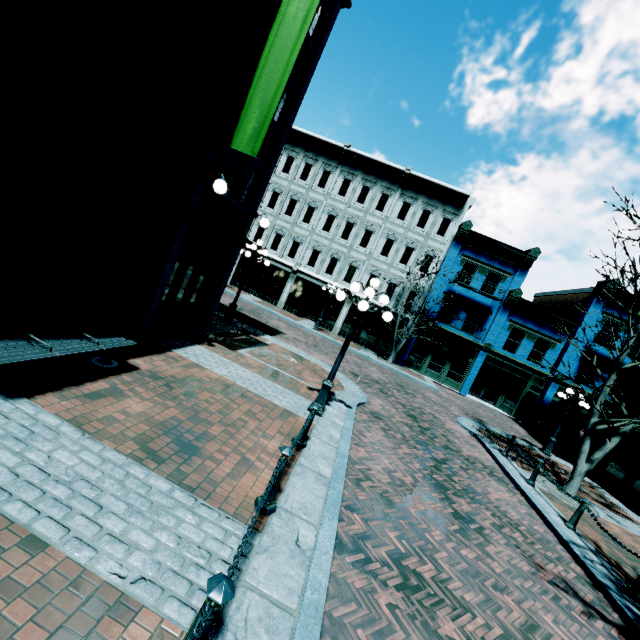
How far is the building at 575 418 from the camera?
22.6 meters

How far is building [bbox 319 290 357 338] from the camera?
→ 25.3m

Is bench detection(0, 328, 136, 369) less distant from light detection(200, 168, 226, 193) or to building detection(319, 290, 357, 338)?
light detection(200, 168, 226, 193)

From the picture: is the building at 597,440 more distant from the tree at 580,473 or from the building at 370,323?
the tree at 580,473

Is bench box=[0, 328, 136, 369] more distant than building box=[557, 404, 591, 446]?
No

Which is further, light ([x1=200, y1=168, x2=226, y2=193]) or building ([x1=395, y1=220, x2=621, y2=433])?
building ([x1=395, y1=220, x2=621, y2=433])

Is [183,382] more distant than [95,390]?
Yes

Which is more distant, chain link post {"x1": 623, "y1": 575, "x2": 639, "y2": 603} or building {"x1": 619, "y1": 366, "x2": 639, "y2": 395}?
building {"x1": 619, "y1": 366, "x2": 639, "y2": 395}
